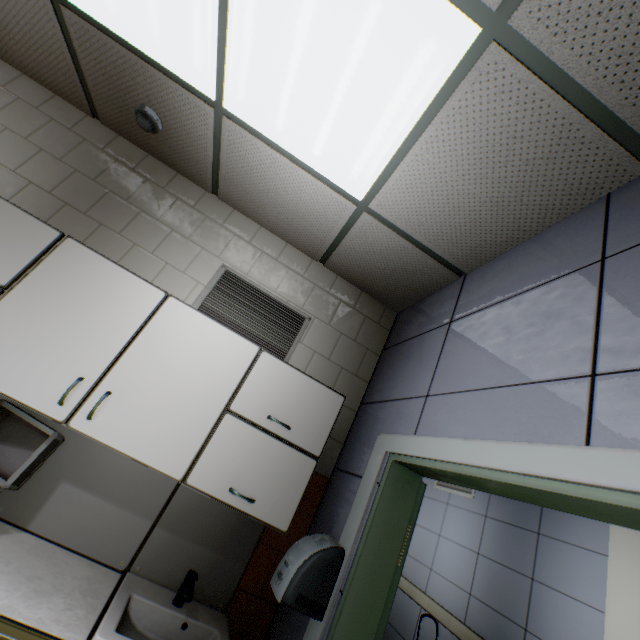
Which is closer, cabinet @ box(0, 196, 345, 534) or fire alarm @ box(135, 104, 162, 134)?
cabinet @ box(0, 196, 345, 534)

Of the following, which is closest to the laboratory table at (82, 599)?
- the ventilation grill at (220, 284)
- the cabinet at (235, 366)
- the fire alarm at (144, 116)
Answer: the cabinet at (235, 366)

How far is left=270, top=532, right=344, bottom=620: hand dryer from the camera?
1.5 meters

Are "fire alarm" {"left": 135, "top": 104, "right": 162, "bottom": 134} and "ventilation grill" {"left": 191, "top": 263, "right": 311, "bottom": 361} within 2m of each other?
yes

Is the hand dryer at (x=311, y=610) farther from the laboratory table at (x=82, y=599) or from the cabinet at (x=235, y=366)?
the laboratory table at (x=82, y=599)

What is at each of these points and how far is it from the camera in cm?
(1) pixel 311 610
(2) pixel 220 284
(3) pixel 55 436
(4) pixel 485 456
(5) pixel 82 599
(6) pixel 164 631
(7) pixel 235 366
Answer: (1) hand dryer, 145
(2) ventilation grill, 236
(3) medical bag, 162
(4) door, 115
(5) laboratory table, 139
(6) sink, 154
(7) cabinet, 182

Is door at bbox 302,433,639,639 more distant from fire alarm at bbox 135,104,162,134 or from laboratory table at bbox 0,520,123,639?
fire alarm at bbox 135,104,162,134

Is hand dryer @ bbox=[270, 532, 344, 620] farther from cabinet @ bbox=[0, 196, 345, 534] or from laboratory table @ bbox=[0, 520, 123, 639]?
laboratory table @ bbox=[0, 520, 123, 639]
